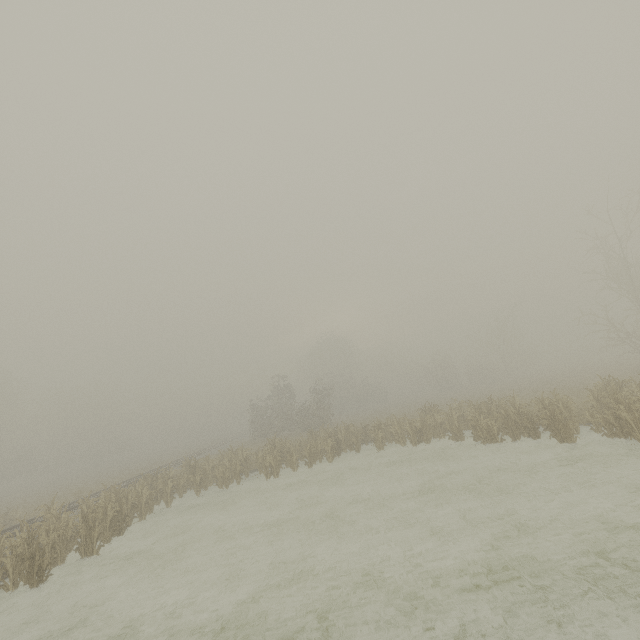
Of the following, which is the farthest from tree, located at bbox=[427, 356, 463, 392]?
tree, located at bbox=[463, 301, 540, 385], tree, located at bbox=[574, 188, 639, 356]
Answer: tree, located at bbox=[574, 188, 639, 356]

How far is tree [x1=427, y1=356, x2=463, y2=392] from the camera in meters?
53.2 m

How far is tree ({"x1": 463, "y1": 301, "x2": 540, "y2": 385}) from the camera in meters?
45.9

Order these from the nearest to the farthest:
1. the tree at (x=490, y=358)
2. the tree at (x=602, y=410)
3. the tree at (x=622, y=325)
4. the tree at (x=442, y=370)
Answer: the tree at (x=602, y=410), the tree at (x=622, y=325), the tree at (x=490, y=358), the tree at (x=442, y=370)

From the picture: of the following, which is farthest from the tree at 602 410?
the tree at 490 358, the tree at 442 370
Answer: the tree at 442 370

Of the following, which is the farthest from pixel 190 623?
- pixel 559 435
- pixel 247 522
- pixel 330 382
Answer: pixel 330 382

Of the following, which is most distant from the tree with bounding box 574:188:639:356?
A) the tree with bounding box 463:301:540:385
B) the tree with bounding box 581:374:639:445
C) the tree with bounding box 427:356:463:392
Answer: the tree with bounding box 427:356:463:392
